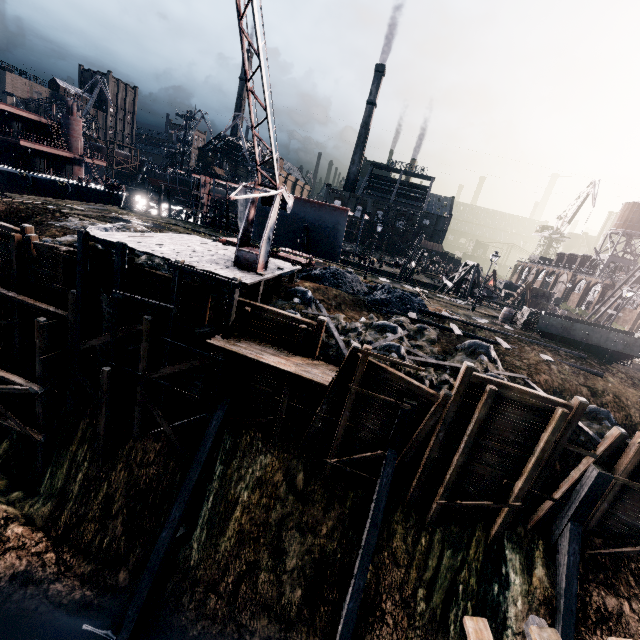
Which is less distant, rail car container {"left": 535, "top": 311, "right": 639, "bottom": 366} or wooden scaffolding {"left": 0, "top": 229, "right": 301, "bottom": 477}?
wooden scaffolding {"left": 0, "top": 229, "right": 301, "bottom": 477}

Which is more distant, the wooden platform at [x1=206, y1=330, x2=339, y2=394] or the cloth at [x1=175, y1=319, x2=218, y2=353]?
the cloth at [x1=175, y1=319, x2=218, y2=353]

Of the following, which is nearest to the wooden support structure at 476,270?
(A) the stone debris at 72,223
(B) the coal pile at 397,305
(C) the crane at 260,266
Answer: (B) the coal pile at 397,305

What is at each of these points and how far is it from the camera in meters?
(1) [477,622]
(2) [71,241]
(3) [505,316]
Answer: (1) railway, 8.9 m
(2) stone debris, 19.5 m
(3) wooden barrel, 28.6 m

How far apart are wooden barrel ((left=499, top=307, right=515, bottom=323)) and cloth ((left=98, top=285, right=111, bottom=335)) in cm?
2951

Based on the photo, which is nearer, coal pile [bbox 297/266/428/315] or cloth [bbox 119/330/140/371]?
cloth [bbox 119/330/140/371]

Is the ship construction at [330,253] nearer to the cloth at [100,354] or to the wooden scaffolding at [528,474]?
the cloth at [100,354]

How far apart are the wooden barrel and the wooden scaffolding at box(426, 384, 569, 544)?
16.64m
